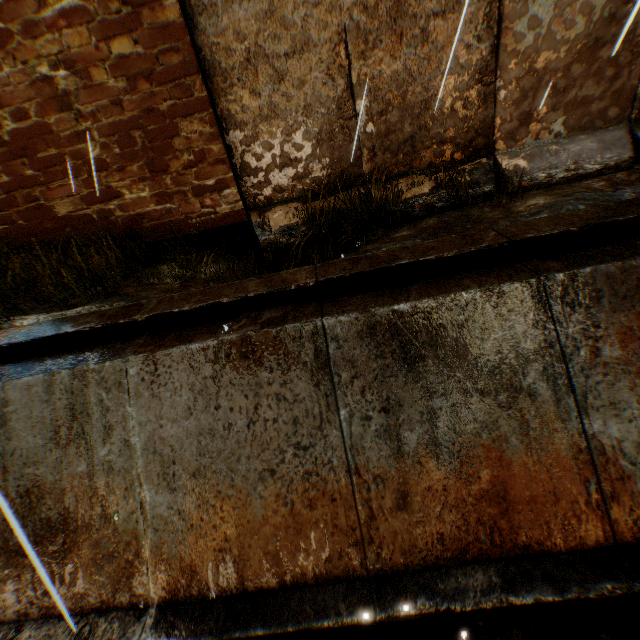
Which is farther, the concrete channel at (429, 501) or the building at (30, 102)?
the building at (30, 102)

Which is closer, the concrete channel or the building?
the concrete channel

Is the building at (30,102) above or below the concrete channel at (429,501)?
above

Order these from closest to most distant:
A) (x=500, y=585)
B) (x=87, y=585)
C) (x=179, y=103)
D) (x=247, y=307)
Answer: (x=500, y=585)
(x=87, y=585)
(x=247, y=307)
(x=179, y=103)

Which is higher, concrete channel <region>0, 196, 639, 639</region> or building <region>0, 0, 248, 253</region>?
building <region>0, 0, 248, 253</region>
